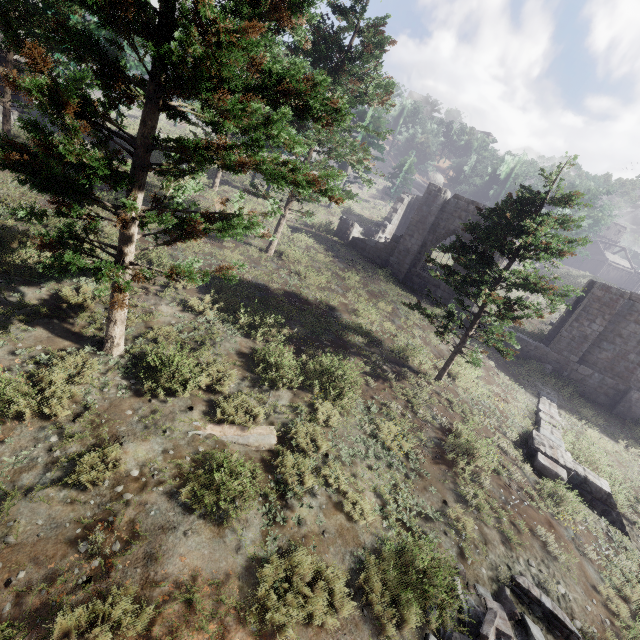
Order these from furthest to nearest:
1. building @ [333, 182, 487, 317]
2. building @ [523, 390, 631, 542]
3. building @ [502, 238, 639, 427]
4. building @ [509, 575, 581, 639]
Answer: building @ [333, 182, 487, 317] < building @ [502, 238, 639, 427] < building @ [523, 390, 631, 542] < building @ [509, 575, 581, 639]

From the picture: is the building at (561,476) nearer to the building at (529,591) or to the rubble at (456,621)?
the rubble at (456,621)

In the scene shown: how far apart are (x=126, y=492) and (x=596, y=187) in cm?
6549

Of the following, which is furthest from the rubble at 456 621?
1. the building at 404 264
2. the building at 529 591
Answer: the building at 404 264

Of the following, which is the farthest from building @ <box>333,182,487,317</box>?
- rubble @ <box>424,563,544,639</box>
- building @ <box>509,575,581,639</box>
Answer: building @ <box>509,575,581,639</box>

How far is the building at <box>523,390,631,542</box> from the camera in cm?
1002
